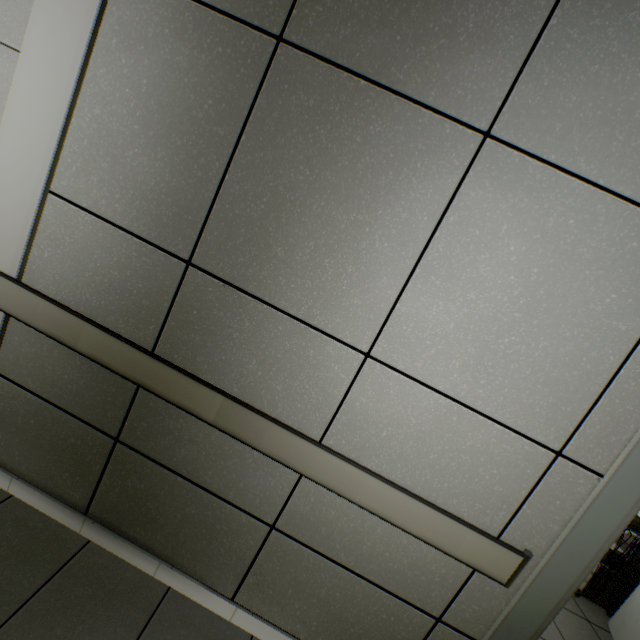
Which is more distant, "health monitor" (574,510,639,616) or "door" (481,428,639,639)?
"health monitor" (574,510,639,616)

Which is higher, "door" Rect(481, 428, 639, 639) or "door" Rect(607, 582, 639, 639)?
"door" Rect(481, 428, 639, 639)

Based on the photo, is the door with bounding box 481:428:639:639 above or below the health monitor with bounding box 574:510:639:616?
above

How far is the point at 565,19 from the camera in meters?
1.2 m

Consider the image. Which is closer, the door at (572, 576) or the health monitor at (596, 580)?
Result: the door at (572, 576)

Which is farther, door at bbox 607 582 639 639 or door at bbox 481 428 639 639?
door at bbox 607 582 639 639

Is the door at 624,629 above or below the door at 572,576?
below
